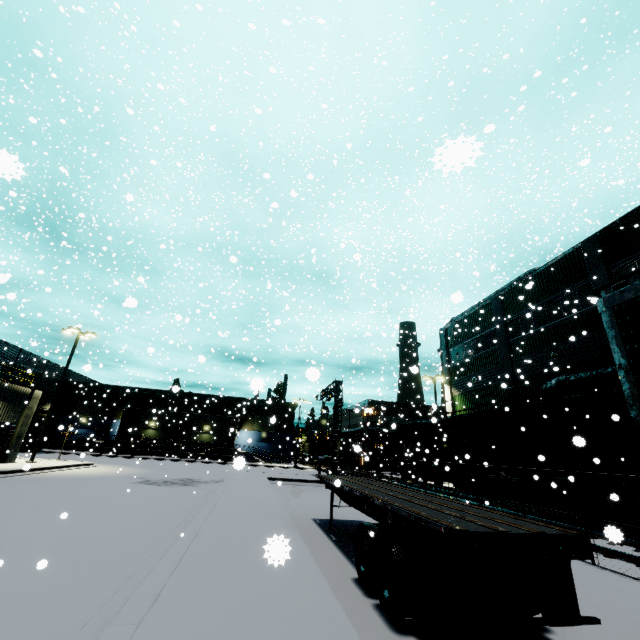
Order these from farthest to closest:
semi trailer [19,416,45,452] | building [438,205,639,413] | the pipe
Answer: semi trailer [19,416,45,452]
building [438,205,639,413]
the pipe

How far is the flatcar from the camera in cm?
1313

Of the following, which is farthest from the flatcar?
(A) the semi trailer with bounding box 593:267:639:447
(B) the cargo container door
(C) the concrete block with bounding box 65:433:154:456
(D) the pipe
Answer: (C) the concrete block with bounding box 65:433:154:456

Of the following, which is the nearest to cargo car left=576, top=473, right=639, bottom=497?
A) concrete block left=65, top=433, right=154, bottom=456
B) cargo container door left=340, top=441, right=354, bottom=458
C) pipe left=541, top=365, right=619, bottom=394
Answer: pipe left=541, top=365, right=619, bottom=394

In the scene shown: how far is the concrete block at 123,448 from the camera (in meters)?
43.22

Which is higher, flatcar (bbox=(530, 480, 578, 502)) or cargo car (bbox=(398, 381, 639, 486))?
cargo car (bbox=(398, 381, 639, 486))

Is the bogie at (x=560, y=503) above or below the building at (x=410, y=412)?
below

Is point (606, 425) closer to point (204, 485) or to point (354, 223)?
point (204, 485)
